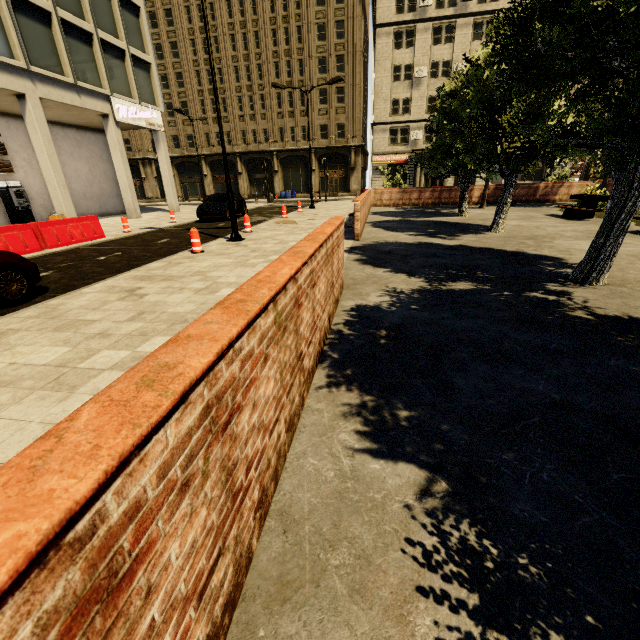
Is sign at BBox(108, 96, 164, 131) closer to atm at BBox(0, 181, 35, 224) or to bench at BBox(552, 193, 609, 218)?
atm at BBox(0, 181, 35, 224)

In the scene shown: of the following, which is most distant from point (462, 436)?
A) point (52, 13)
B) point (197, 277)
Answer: point (52, 13)

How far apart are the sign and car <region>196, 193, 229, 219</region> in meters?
7.3

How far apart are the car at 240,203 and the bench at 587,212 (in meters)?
16.30

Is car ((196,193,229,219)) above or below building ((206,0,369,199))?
below

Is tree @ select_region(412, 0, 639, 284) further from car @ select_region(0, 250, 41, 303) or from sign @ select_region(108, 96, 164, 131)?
sign @ select_region(108, 96, 164, 131)

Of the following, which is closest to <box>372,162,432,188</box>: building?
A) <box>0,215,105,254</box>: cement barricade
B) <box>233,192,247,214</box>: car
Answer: <box>0,215,105,254</box>: cement barricade

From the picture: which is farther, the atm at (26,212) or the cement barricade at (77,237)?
the atm at (26,212)
